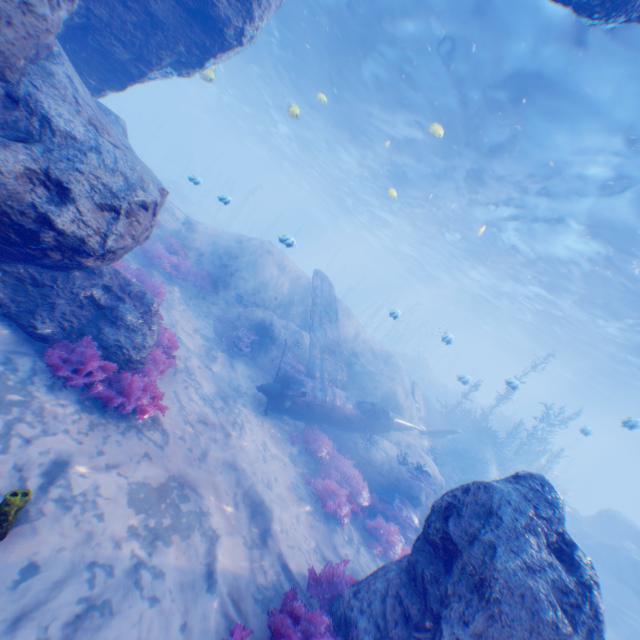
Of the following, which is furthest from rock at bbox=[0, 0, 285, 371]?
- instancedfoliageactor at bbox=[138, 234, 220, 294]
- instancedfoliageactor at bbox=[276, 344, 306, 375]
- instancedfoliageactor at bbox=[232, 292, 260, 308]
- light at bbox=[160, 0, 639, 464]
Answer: instancedfoliageactor at bbox=[232, 292, 260, 308]

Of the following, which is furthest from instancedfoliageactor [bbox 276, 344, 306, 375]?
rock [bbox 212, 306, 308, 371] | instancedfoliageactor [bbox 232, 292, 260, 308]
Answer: instancedfoliageactor [bbox 232, 292, 260, 308]

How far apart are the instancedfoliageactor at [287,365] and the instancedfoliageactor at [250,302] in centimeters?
250cm

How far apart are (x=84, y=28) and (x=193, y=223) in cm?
965

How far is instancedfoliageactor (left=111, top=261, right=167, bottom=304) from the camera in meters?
8.8

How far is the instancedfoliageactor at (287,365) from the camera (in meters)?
12.05

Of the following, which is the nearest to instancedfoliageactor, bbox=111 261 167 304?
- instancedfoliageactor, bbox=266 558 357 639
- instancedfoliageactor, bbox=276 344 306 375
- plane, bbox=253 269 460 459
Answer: plane, bbox=253 269 460 459

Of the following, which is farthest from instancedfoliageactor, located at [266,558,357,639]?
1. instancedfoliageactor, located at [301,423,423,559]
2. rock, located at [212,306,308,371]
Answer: rock, located at [212,306,308,371]
